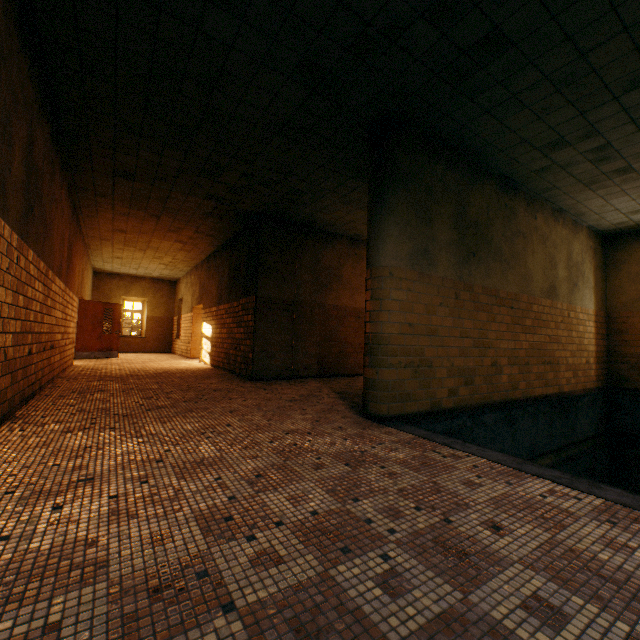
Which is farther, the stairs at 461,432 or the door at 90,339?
the door at 90,339

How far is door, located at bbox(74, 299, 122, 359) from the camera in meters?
11.2

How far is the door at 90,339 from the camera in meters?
11.2

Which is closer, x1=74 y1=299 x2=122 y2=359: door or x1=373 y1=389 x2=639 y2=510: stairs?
x1=373 y1=389 x2=639 y2=510: stairs

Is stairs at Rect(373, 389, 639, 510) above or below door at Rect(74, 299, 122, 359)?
below

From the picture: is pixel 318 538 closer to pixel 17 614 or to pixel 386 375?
pixel 17 614
